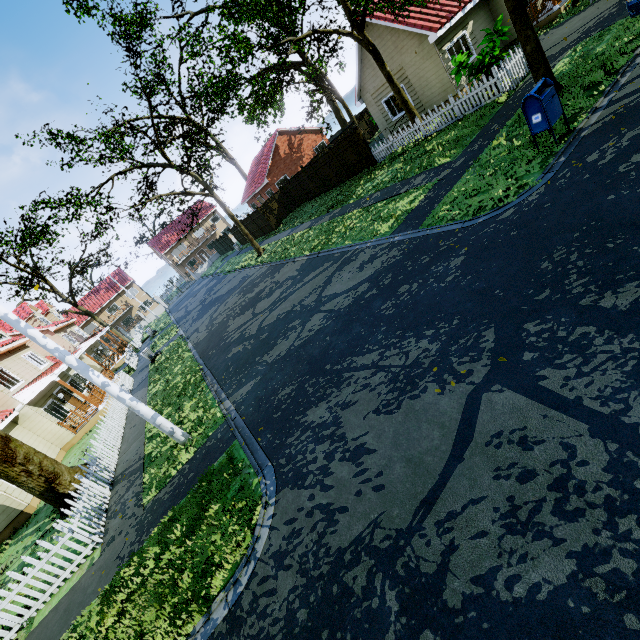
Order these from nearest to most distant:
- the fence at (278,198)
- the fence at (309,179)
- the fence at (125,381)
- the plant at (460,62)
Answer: the plant at (460,62), the fence at (125,381), the fence at (309,179), the fence at (278,198)

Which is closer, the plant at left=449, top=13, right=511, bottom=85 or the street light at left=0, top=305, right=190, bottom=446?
the street light at left=0, top=305, right=190, bottom=446

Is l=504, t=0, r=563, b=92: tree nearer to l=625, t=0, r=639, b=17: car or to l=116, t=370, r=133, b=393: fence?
l=116, t=370, r=133, b=393: fence

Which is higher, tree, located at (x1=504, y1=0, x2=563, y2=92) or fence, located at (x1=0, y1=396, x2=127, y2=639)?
tree, located at (x1=504, y1=0, x2=563, y2=92)

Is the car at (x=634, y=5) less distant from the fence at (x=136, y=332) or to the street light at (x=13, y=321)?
the fence at (x=136, y=332)

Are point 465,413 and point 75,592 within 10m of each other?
yes

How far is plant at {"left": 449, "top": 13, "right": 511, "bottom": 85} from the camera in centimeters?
1244cm

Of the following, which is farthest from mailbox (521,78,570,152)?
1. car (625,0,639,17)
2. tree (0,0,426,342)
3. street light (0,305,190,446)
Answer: street light (0,305,190,446)
